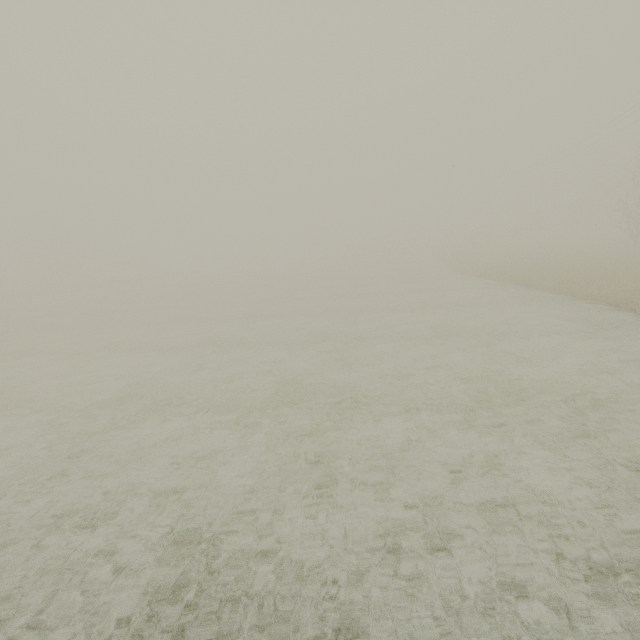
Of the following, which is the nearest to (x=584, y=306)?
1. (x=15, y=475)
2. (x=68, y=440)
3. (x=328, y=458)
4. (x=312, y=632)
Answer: (x=328, y=458)
